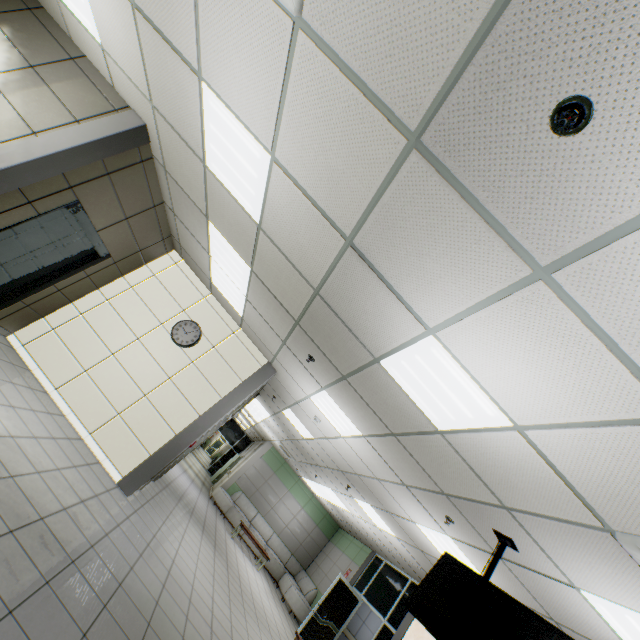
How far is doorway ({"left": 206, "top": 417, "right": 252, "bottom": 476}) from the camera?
21.1m

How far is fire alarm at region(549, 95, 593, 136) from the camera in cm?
121

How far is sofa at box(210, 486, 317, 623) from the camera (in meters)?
11.10

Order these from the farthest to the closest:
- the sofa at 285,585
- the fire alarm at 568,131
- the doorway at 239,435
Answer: the doorway at 239,435, the sofa at 285,585, the fire alarm at 568,131

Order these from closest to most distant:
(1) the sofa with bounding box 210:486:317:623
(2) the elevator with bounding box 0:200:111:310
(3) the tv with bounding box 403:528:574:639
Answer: (3) the tv with bounding box 403:528:574:639 < (2) the elevator with bounding box 0:200:111:310 < (1) the sofa with bounding box 210:486:317:623

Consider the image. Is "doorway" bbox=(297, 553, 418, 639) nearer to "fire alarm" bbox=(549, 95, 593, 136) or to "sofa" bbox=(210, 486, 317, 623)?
"sofa" bbox=(210, 486, 317, 623)

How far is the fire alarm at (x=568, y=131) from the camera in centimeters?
121cm

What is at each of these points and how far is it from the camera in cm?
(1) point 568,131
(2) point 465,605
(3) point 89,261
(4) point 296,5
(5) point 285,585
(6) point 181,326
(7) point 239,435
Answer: (1) fire alarm, 124
(2) tv, 354
(3) elevator, 557
(4) air conditioning vent, 179
(5) sofa, 1185
(6) clock, 648
(7) doorway, 2208
